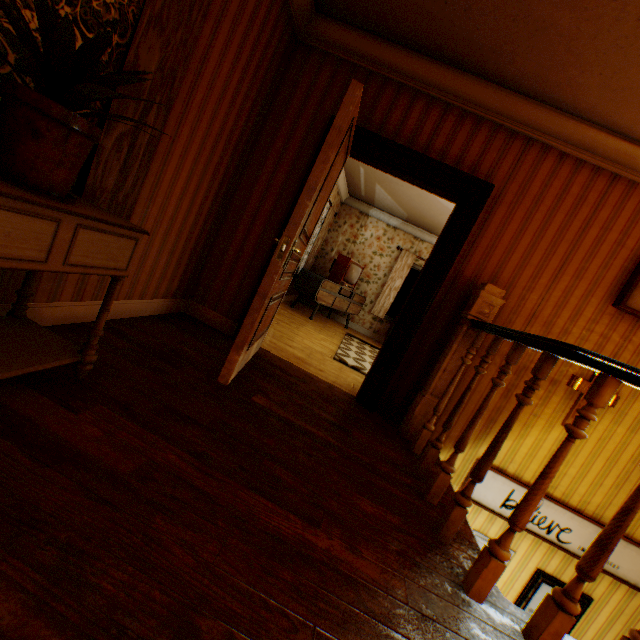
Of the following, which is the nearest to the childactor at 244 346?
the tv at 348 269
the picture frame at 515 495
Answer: the picture frame at 515 495

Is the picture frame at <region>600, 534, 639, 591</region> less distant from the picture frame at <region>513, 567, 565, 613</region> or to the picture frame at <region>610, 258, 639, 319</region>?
the picture frame at <region>513, 567, 565, 613</region>

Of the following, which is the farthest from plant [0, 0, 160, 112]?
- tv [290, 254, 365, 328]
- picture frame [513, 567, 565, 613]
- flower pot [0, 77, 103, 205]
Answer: tv [290, 254, 365, 328]

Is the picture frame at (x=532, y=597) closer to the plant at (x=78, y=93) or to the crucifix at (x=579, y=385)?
the crucifix at (x=579, y=385)

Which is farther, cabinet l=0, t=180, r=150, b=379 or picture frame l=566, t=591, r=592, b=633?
picture frame l=566, t=591, r=592, b=633

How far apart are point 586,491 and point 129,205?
4.6m

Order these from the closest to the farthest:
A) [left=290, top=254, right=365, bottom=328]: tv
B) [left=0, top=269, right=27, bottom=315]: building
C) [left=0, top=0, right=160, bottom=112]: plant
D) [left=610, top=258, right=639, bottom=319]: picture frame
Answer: [left=0, top=0, right=160, bottom=112]: plant → [left=0, top=269, right=27, bottom=315]: building → [left=610, top=258, right=639, bottom=319]: picture frame → [left=290, top=254, right=365, bottom=328]: tv

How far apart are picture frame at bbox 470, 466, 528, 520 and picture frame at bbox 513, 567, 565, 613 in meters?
0.3 m
